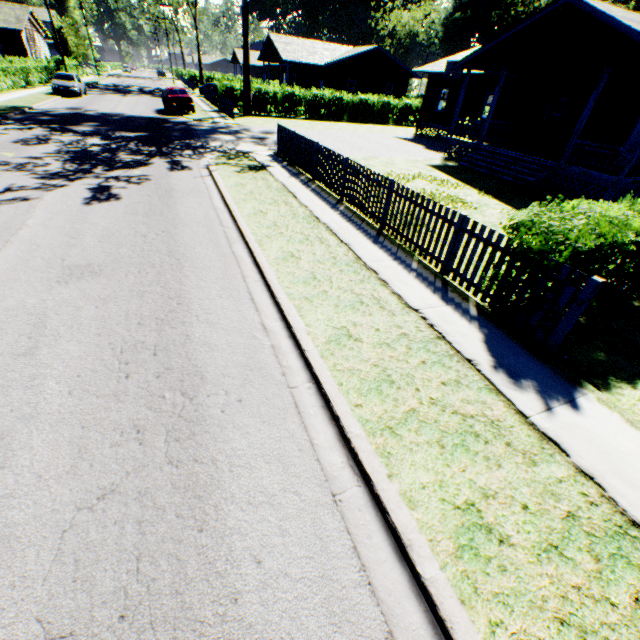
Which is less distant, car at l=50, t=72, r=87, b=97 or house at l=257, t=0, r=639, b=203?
house at l=257, t=0, r=639, b=203

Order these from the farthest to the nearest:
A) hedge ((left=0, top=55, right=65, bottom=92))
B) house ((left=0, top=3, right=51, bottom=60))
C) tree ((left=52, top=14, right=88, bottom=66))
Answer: tree ((left=52, top=14, right=88, bottom=66)), house ((left=0, top=3, right=51, bottom=60)), hedge ((left=0, top=55, right=65, bottom=92))

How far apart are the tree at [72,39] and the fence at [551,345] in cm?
7079

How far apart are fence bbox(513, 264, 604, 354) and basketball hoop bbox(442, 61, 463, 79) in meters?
24.8

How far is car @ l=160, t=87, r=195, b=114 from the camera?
23.52m

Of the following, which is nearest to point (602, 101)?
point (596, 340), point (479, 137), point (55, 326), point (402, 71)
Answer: point (479, 137)

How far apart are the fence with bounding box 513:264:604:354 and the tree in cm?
7079

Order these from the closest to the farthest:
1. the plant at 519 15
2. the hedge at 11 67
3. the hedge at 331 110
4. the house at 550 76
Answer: the house at 550 76 < the hedge at 11 67 < the hedge at 331 110 < the plant at 519 15
